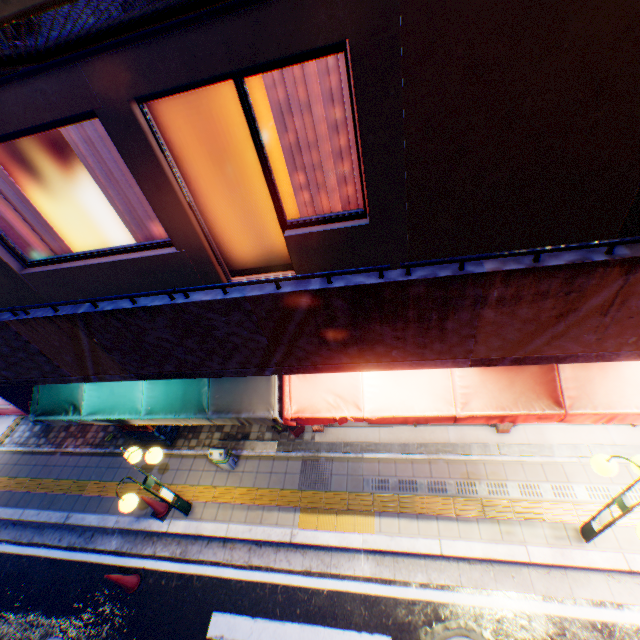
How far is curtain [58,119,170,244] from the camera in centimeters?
368cm

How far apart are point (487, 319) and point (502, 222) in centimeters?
142cm

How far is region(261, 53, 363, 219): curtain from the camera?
3.10m

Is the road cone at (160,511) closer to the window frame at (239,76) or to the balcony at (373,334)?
the balcony at (373,334)

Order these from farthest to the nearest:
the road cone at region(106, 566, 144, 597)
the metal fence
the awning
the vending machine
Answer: the vending machine → the road cone at region(106, 566, 144, 597) → the awning → the metal fence

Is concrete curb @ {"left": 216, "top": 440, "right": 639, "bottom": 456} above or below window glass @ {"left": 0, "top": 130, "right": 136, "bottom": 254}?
below

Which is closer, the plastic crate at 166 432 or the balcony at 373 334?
the balcony at 373 334

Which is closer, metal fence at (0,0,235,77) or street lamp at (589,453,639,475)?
metal fence at (0,0,235,77)
